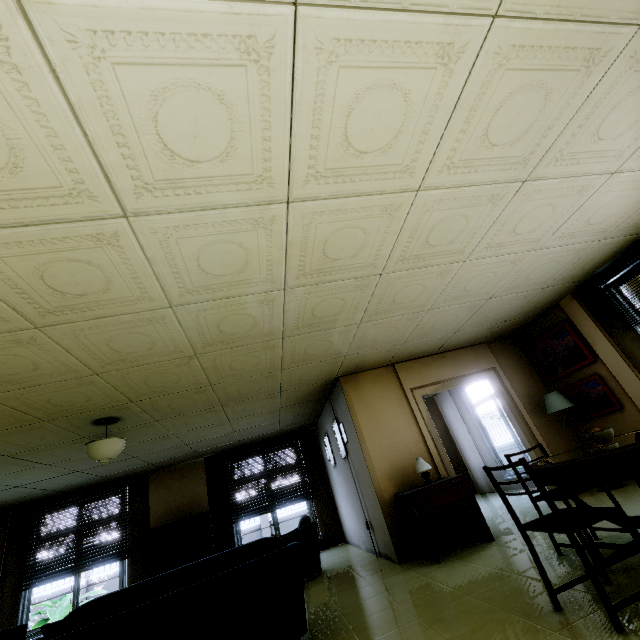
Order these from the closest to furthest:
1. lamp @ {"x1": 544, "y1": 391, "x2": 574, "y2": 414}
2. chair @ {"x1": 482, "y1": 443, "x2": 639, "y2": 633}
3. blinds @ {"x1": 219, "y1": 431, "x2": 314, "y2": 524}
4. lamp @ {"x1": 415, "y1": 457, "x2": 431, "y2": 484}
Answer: chair @ {"x1": 482, "y1": 443, "x2": 639, "y2": 633}
lamp @ {"x1": 415, "y1": 457, "x2": 431, "y2": 484}
lamp @ {"x1": 544, "y1": 391, "x2": 574, "y2": 414}
blinds @ {"x1": 219, "y1": 431, "x2": 314, "y2": 524}

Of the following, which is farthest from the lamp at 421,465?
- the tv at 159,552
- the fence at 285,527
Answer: the fence at 285,527

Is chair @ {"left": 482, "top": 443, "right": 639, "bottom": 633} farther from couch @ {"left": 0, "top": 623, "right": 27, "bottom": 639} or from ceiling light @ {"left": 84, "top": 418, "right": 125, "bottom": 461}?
couch @ {"left": 0, "top": 623, "right": 27, "bottom": 639}

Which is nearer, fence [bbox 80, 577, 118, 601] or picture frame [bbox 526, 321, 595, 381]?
picture frame [bbox 526, 321, 595, 381]

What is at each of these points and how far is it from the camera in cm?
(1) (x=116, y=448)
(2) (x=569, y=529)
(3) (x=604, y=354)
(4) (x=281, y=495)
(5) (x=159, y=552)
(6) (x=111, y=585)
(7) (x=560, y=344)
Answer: (1) ceiling light, 429
(2) chair, 196
(3) wall pillar, 499
(4) blinds, 807
(5) tv, 692
(6) fence, 1155
(7) picture frame, 566

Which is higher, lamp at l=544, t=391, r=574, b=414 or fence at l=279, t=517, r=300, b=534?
lamp at l=544, t=391, r=574, b=414

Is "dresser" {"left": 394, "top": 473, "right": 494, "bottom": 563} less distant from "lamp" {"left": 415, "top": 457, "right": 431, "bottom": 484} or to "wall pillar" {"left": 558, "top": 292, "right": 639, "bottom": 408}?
"lamp" {"left": 415, "top": 457, "right": 431, "bottom": 484}

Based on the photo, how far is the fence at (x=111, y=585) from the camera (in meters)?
11.30
